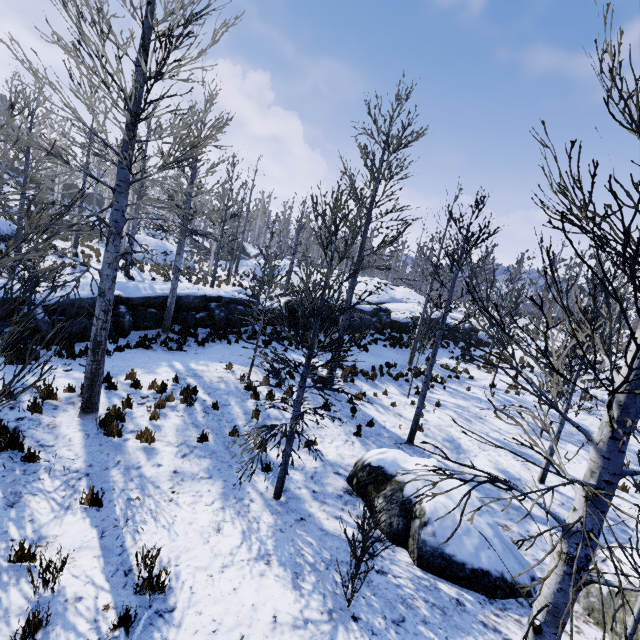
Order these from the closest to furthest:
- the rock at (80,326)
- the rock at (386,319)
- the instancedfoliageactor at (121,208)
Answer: the instancedfoliageactor at (121,208) < the rock at (80,326) < the rock at (386,319)

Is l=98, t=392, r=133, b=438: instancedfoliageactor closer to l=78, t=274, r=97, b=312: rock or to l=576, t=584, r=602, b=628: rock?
l=78, t=274, r=97, b=312: rock

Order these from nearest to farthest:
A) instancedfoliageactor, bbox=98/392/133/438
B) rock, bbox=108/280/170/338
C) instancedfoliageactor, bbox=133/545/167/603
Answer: instancedfoliageactor, bbox=133/545/167/603, instancedfoliageactor, bbox=98/392/133/438, rock, bbox=108/280/170/338

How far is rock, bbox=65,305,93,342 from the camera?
11.05m

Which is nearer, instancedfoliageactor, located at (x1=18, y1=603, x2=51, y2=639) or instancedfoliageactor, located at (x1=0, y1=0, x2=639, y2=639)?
instancedfoliageactor, located at (x1=0, y1=0, x2=639, y2=639)

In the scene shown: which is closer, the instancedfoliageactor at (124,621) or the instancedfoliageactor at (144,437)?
the instancedfoliageactor at (124,621)

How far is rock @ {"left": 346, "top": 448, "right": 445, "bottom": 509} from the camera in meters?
6.9

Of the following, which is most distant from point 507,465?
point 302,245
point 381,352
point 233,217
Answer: point 233,217
